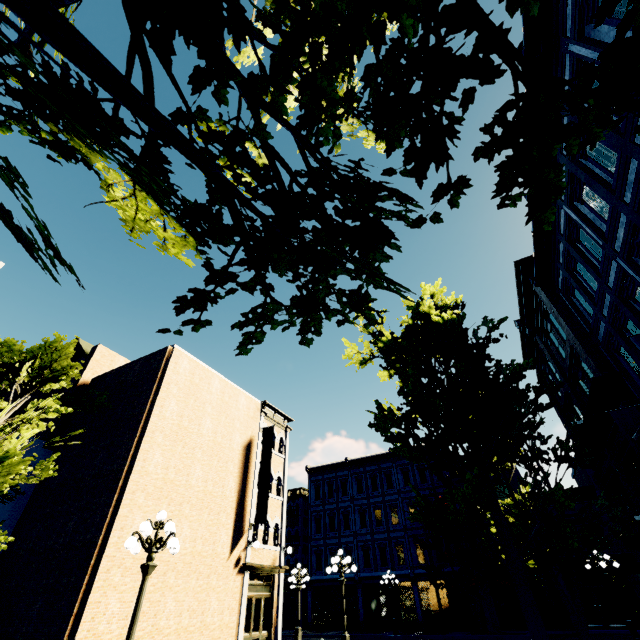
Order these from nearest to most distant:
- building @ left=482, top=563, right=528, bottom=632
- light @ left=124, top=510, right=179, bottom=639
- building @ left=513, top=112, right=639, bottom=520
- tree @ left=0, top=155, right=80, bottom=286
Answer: tree @ left=0, top=155, right=80, bottom=286, light @ left=124, top=510, right=179, bottom=639, building @ left=513, top=112, right=639, bottom=520, building @ left=482, top=563, right=528, bottom=632

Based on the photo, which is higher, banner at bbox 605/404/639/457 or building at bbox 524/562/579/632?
banner at bbox 605/404/639/457

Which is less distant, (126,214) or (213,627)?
(126,214)

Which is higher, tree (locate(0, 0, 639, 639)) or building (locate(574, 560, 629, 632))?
tree (locate(0, 0, 639, 639))

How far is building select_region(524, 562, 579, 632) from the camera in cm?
2125

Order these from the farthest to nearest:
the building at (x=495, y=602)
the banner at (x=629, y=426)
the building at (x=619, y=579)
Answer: the building at (x=495, y=602) < the building at (x=619, y=579) < the banner at (x=629, y=426)

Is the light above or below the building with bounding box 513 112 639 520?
below

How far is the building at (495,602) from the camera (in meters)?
22.31
